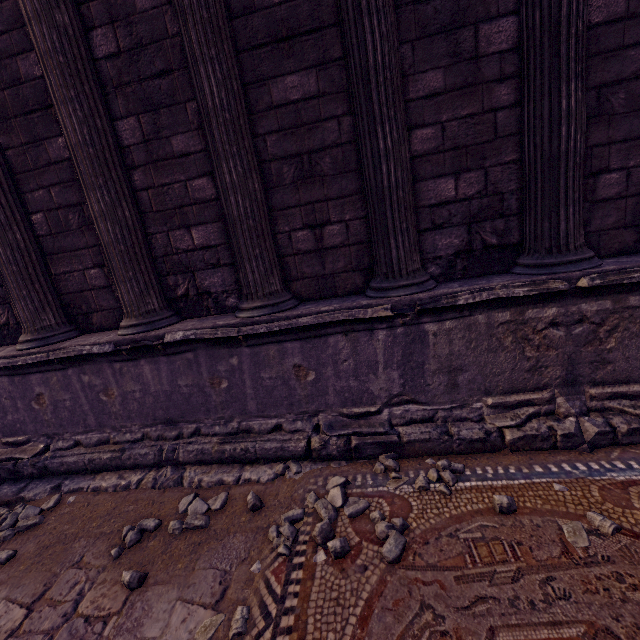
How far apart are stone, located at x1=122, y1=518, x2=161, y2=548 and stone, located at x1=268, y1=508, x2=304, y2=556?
1.1 meters

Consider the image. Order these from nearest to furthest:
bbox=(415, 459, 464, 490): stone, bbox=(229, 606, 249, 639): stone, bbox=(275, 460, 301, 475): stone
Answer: bbox=(229, 606, 249, 639): stone → bbox=(415, 459, 464, 490): stone → bbox=(275, 460, 301, 475): stone

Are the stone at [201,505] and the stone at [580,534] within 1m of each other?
no

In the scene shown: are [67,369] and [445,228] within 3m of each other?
no

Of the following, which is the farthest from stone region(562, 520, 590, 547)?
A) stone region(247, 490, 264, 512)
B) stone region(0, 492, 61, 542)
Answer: stone region(0, 492, 61, 542)

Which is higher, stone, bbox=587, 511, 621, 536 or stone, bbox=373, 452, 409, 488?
stone, bbox=587, 511, 621, 536

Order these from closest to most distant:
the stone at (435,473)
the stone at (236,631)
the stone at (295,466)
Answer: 1. the stone at (236,631)
2. the stone at (435,473)
3. the stone at (295,466)

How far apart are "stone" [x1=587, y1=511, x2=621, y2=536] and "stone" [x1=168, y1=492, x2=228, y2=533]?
2.6 meters
